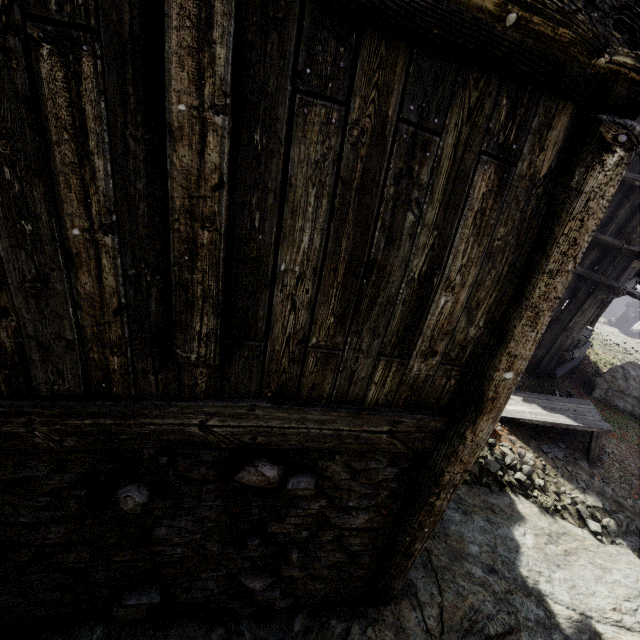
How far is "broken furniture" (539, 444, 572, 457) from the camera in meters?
6.6 m

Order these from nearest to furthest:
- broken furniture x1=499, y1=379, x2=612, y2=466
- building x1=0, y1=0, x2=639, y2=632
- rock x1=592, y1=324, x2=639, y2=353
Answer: building x1=0, y1=0, x2=639, y2=632 → broken furniture x1=499, y1=379, x2=612, y2=466 → rock x1=592, y1=324, x2=639, y2=353

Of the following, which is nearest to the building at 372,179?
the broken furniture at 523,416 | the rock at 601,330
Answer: the rock at 601,330

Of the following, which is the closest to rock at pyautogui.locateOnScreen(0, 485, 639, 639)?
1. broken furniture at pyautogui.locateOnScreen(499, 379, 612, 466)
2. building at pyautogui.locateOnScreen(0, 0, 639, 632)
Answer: building at pyautogui.locateOnScreen(0, 0, 639, 632)

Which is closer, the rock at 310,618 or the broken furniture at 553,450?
the rock at 310,618

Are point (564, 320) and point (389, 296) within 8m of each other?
no

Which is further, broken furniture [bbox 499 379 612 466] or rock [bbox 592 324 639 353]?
rock [bbox 592 324 639 353]
